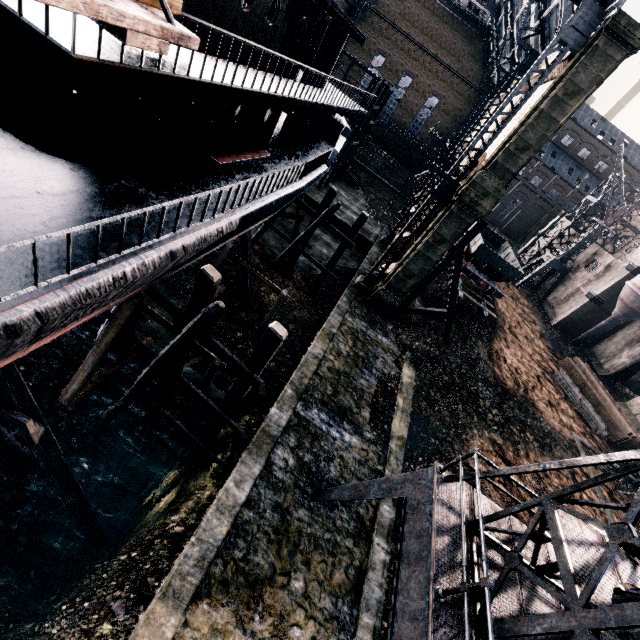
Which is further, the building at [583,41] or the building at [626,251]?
the building at [626,251]

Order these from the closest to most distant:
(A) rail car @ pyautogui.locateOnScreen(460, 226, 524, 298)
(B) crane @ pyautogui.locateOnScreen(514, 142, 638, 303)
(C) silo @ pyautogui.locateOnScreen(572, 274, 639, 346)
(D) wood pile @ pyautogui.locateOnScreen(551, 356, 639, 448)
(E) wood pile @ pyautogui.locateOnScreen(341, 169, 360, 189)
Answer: (D) wood pile @ pyautogui.locateOnScreen(551, 356, 639, 448) < (A) rail car @ pyautogui.locateOnScreen(460, 226, 524, 298) < (C) silo @ pyautogui.locateOnScreen(572, 274, 639, 346) < (B) crane @ pyautogui.locateOnScreen(514, 142, 638, 303) < (E) wood pile @ pyautogui.locateOnScreen(341, 169, 360, 189)

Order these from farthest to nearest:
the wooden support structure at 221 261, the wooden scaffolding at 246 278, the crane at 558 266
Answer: the crane at 558 266
the wooden scaffolding at 246 278
the wooden support structure at 221 261

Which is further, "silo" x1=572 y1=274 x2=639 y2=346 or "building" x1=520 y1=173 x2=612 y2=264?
"building" x1=520 y1=173 x2=612 y2=264

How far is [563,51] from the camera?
15.6m

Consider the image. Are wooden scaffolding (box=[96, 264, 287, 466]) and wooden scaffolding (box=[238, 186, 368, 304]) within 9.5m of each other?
no

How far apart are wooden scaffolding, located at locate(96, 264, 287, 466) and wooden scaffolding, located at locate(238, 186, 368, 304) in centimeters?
1319cm

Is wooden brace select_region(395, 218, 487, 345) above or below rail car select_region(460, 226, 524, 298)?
above
